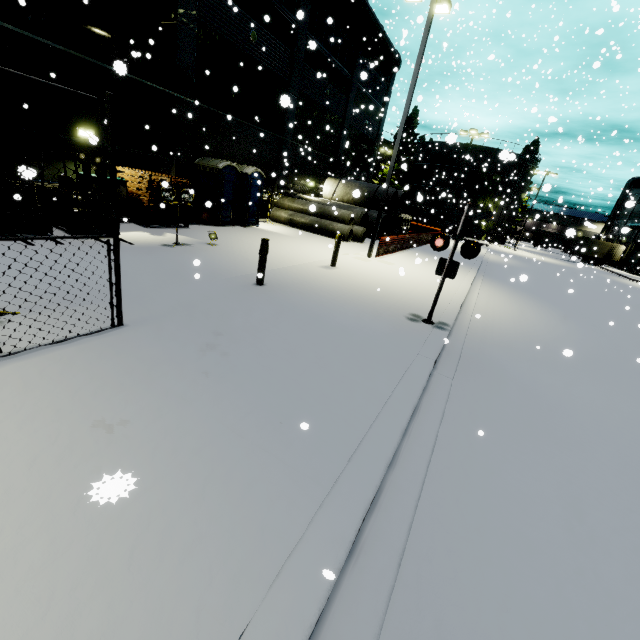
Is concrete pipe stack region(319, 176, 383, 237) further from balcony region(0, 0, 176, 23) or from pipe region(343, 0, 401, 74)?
balcony region(0, 0, 176, 23)

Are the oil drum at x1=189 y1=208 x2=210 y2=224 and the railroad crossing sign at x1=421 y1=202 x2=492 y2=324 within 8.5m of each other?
no

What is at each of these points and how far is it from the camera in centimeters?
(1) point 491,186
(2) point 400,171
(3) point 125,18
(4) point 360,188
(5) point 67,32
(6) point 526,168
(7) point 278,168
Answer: (1) tree, 4556cm
(2) tree, 5278cm
(3) balcony, 1364cm
(4) concrete pipe stack, 2406cm
(5) pipe, 1311cm
(6) silo, 4597cm
(7) building, 2095cm

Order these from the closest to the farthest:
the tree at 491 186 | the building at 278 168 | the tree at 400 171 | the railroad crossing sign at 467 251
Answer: the railroad crossing sign at 467 251
the building at 278 168
the tree at 491 186
the tree at 400 171

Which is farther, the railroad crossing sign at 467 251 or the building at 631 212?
the building at 631 212

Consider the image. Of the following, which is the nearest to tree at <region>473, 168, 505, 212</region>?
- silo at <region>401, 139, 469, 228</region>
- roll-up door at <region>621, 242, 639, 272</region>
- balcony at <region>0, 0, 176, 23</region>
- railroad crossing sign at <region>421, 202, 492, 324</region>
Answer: silo at <region>401, 139, 469, 228</region>

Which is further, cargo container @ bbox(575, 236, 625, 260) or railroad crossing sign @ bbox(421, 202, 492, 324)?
cargo container @ bbox(575, 236, 625, 260)

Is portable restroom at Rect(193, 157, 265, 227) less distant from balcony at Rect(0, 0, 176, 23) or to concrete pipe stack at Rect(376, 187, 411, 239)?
balcony at Rect(0, 0, 176, 23)
